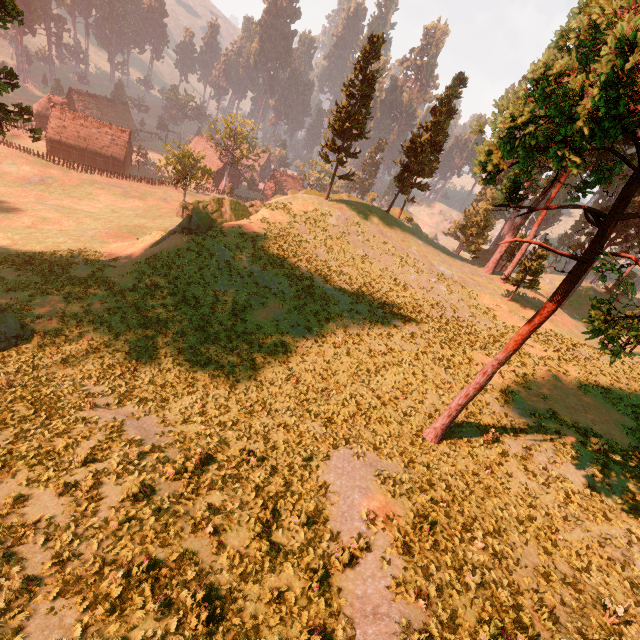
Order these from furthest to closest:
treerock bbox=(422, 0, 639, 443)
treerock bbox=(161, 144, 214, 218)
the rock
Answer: treerock bbox=(161, 144, 214, 218)
the rock
treerock bbox=(422, 0, 639, 443)

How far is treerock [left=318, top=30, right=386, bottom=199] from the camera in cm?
3216

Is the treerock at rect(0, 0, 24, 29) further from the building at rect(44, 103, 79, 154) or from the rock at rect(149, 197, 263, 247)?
the rock at rect(149, 197, 263, 247)

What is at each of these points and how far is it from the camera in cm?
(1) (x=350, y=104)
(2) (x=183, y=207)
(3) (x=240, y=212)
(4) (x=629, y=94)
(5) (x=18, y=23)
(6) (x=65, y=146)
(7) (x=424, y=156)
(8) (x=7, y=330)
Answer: (1) treerock, 3522
(2) treerock, 4862
(3) rock, 3362
(4) treerock, 686
(5) treerock, 2158
(6) building, 5984
(7) treerock, 3822
(8) treerock, 1841

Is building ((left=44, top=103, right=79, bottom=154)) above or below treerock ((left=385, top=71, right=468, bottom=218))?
below

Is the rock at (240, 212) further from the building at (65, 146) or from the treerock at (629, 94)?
the building at (65, 146)

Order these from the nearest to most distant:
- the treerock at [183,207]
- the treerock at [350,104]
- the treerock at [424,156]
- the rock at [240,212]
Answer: the rock at [240,212] < the treerock at [350,104] < the treerock at [424,156] < the treerock at [183,207]
